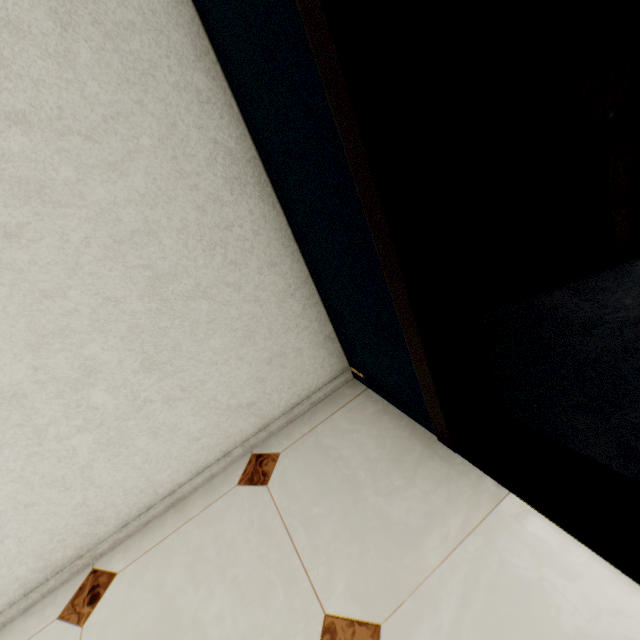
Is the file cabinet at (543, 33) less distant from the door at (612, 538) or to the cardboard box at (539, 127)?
the cardboard box at (539, 127)

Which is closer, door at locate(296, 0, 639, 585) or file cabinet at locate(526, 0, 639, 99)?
door at locate(296, 0, 639, 585)

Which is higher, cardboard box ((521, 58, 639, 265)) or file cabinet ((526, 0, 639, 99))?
file cabinet ((526, 0, 639, 99))

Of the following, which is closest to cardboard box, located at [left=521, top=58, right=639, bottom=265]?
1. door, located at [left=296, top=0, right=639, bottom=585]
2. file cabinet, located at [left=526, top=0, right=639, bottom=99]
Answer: file cabinet, located at [left=526, top=0, right=639, bottom=99]

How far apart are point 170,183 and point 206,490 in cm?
129

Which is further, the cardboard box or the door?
the cardboard box
